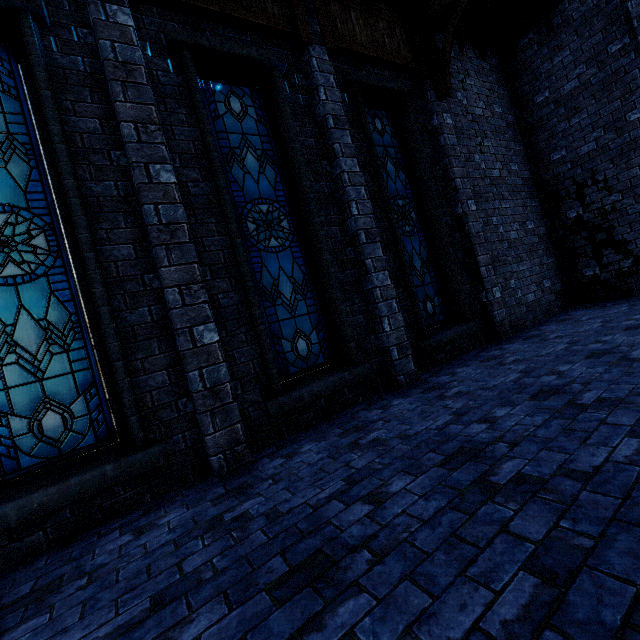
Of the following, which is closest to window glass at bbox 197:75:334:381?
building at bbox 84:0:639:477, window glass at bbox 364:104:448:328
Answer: building at bbox 84:0:639:477

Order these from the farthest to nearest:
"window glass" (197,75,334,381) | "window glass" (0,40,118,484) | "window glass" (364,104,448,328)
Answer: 1. "window glass" (364,104,448,328)
2. "window glass" (197,75,334,381)
3. "window glass" (0,40,118,484)

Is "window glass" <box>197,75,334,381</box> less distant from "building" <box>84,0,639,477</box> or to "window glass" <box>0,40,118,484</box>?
"building" <box>84,0,639,477</box>

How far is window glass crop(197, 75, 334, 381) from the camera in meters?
4.7 m

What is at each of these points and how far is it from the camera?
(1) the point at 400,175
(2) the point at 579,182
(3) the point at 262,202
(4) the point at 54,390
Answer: (1) window glass, 6.6m
(2) building, 8.0m
(3) window glass, 4.9m
(4) window glass, 3.4m

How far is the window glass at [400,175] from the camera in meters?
6.4 m

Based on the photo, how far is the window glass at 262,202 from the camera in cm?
470

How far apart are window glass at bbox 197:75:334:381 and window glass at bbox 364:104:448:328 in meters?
1.8 m
